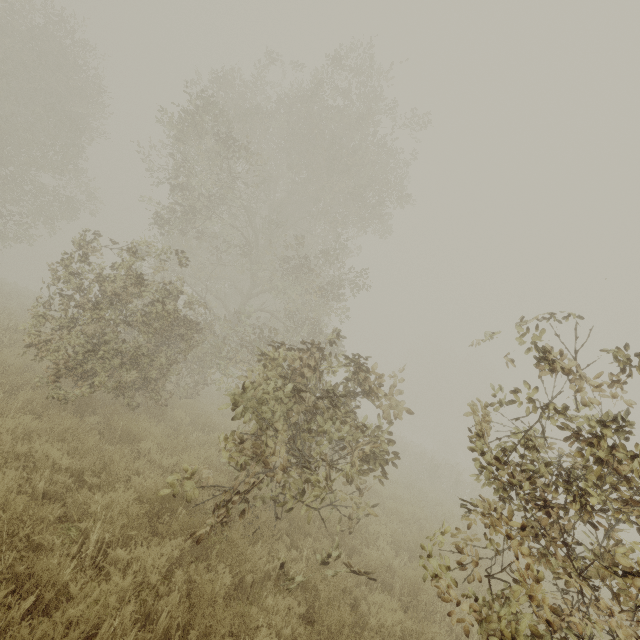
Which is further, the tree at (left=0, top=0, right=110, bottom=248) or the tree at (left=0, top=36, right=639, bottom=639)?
the tree at (left=0, top=0, right=110, bottom=248)

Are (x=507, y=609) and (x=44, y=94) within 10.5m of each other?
no

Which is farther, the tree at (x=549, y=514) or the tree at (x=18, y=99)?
the tree at (x=18, y=99)
